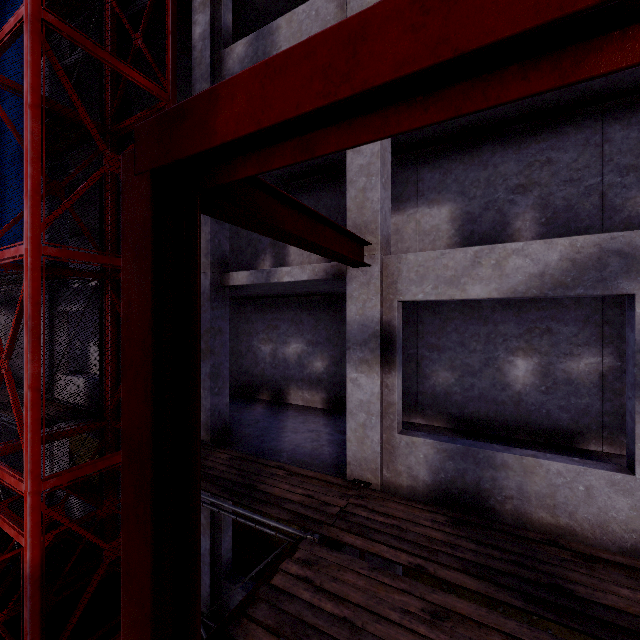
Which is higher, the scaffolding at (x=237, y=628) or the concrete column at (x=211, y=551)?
the scaffolding at (x=237, y=628)

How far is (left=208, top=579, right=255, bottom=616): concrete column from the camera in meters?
7.0

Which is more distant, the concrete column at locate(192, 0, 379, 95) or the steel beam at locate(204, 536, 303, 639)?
the concrete column at locate(192, 0, 379, 95)

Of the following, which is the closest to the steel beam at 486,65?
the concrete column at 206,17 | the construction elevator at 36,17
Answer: the concrete column at 206,17

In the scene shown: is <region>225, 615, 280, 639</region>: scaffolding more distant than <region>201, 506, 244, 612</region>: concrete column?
No

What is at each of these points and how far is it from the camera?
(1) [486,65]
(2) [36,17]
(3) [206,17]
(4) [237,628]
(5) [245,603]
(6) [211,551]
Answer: (1) steel beam, 1.3 meters
(2) construction elevator, 5.3 meters
(3) concrete column, 7.3 meters
(4) scaffolding, 2.8 meters
(5) steel beam, 3.1 meters
(6) concrete column, 7.3 meters

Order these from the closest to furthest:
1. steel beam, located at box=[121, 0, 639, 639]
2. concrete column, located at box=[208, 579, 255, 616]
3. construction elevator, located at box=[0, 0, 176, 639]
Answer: steel beam, located at box=[121, 0, 639, 639]
construction elevator, located at box=[0, 0, 176, 639]
concrete column, located at box=[208, 579, 255, 616]

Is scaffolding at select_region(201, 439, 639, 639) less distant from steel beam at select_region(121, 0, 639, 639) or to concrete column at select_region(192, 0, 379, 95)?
steel beam at select_region(121, 0, 639, 639)
